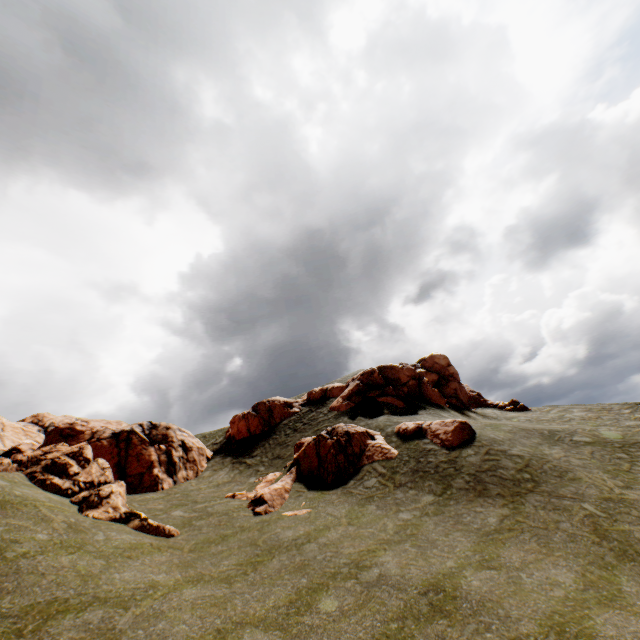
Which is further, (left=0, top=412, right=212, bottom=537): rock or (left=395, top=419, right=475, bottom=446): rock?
(left=395, top=419, right=475, bottom=446): rock

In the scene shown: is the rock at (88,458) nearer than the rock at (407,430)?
Yes

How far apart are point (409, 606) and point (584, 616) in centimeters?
418cm

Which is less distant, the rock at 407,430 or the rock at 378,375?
the rock at 407,430

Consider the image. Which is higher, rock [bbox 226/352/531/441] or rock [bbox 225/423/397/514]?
rock [bbox 226/352/531/441]

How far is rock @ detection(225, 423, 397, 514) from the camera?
18.76m
